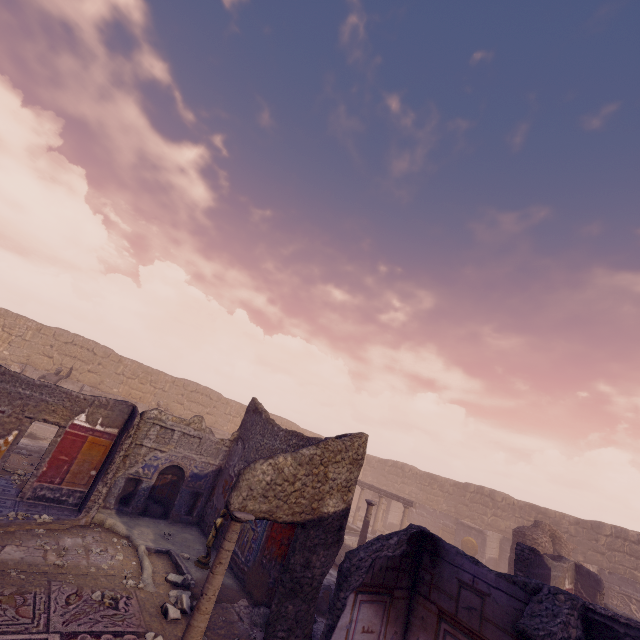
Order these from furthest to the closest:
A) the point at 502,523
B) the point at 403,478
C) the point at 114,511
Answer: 1. the point at 403,478
2. the point at 502,523
3. the point at 114,511

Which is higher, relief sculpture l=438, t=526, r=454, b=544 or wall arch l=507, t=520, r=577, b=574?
wall arch l=507, t=520, r=577, b=574

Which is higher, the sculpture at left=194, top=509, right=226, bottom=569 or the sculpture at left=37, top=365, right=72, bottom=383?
the sculpture at left=37, top=365, right=72, bottom=383

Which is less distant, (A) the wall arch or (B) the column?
(B) the column

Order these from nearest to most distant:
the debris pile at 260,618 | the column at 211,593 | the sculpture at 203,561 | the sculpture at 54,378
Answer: the column at 211,593 → the debris pile at 260,618 → the sculpture at 203,561 → the sculpture at 54,378

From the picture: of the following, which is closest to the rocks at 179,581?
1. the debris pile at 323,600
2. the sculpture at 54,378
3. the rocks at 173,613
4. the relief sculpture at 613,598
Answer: the rocks at 173,613

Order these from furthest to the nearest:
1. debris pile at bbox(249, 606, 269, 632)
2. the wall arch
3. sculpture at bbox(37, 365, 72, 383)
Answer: sculpture at bbox(37, 365, 72, 383)
the wall arch
debris pile at bbox(249, 606, 269, 632)

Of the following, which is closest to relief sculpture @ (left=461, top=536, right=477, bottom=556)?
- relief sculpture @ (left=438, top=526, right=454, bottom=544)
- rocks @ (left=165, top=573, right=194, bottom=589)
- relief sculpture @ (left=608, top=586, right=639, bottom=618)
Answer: relief sculpture @ (left=438, top=526, right=454, bottom=544)
